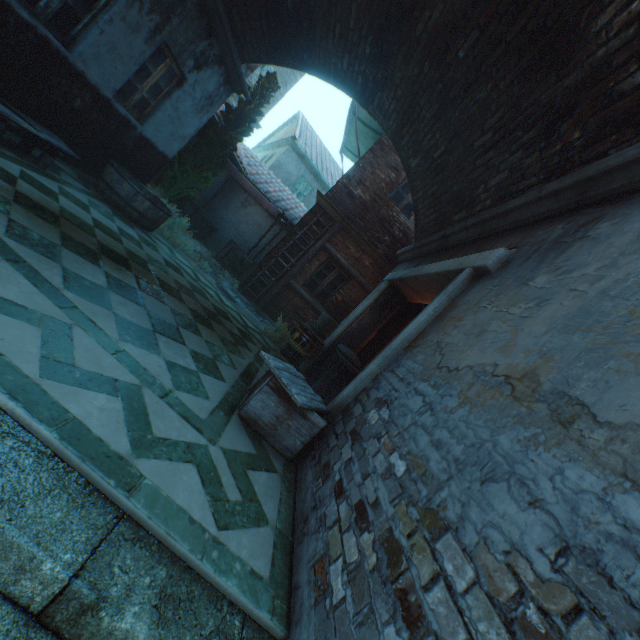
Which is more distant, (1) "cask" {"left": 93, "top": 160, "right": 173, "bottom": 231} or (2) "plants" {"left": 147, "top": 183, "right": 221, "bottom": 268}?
(2) "plants" {"left": 147, "top": 183, "right": 221, "bottom": 268}

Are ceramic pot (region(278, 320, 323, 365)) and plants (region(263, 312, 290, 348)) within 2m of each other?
yes

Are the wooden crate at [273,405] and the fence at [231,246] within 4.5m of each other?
no

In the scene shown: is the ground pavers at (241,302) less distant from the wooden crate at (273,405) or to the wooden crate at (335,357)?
the wooden crate at (335,357)

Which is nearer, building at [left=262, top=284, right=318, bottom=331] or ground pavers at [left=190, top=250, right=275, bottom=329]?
ground pavers at [left=190, top=250, right=275, bottom=329]

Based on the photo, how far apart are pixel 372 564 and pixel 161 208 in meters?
6.7

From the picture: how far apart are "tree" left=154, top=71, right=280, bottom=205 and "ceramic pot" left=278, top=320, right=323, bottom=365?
5.1m

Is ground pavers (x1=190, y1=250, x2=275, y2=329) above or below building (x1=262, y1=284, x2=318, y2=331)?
below
